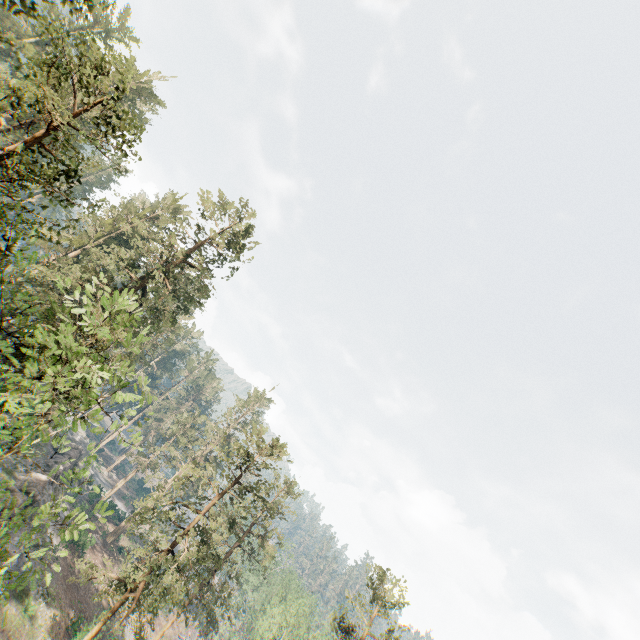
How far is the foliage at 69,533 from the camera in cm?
923

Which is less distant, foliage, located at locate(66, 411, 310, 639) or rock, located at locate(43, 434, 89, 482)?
foliage, located at locate(66, 411, 310, 639)

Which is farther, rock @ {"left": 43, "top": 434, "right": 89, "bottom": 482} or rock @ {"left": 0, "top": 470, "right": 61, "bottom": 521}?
rock @ {"left": 43, "top": 434, "right": 89, "bottom": 482}

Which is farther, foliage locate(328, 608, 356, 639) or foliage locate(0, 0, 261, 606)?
foliage locate(328, 608, 356, 639)

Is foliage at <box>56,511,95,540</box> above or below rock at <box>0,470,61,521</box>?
above

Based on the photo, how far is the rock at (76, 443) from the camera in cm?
3856

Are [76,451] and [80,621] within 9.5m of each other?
no
